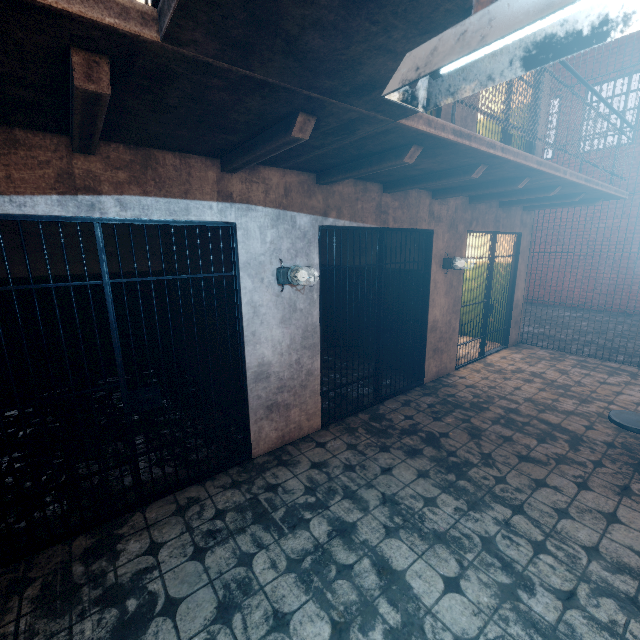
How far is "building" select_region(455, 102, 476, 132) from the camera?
4.50m

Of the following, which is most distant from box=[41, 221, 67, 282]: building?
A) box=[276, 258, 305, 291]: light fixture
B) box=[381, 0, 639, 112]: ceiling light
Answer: box=[381, 0, 639, 112]: ceiling light

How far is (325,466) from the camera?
3.25m

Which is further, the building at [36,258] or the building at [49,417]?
the building at [36,258]

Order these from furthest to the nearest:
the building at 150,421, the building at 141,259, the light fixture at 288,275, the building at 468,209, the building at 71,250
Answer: the building at 141,259 → the building at 71,250 → the building at 150,421 → the light fixture at 288,275 → the building at 468,209

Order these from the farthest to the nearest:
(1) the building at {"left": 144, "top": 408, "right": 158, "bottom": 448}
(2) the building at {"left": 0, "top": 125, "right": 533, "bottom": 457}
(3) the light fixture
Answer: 1. (1) the building at {"left": 144, "top": 408, "right": 158, "bottom": 448}
2. (3) the light fixture
3. (2) the building at {"left": 0, "top": 125, "right": 533, "bottom": 457}

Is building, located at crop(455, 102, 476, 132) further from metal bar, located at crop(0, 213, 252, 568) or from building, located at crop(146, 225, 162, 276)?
metal bar, located at crop(0, 213, 252, 568)
